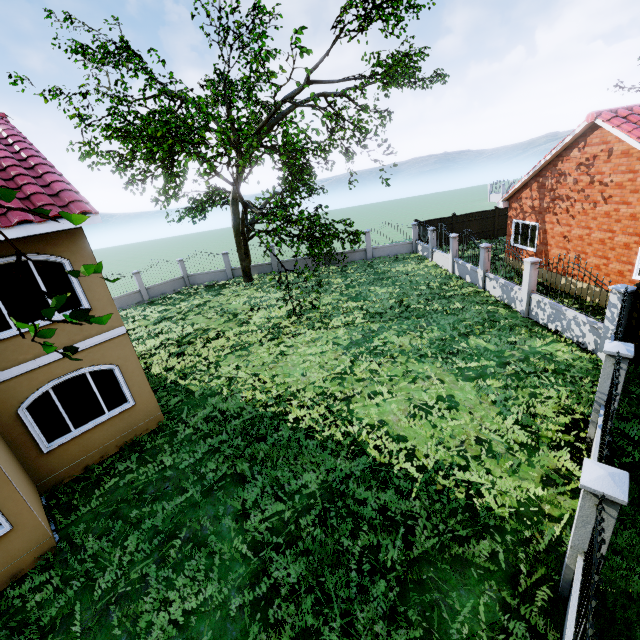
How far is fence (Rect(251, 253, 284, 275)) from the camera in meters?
25.7 m

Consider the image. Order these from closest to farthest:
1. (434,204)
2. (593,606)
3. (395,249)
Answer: (593,606) < (395,249) < (434,204)

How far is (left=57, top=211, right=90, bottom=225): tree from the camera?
1.73m

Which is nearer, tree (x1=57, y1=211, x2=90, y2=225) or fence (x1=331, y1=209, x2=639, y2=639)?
tree (x1=57, y1=211, x2=90, y2=225)

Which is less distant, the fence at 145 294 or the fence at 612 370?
the fence at 612 370

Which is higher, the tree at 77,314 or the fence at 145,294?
the tree at 77,314
